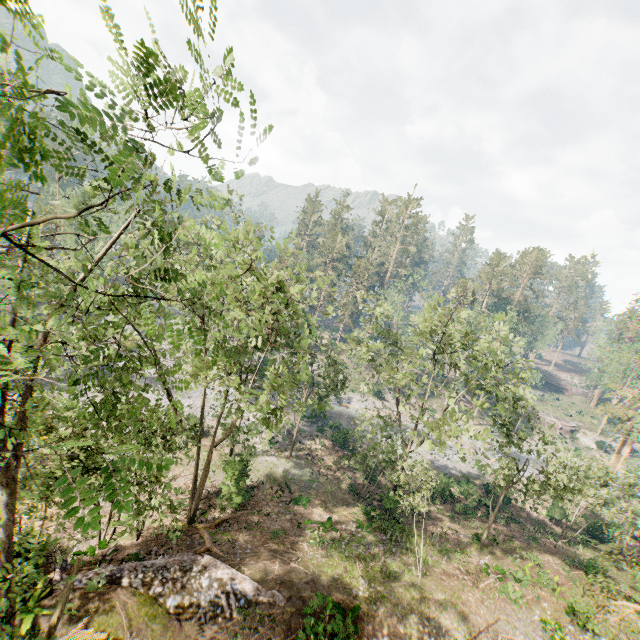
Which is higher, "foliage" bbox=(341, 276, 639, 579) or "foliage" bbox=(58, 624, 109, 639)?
"foliage" bbox=(341, 276, 639, 579)

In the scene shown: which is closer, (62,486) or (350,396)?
(62,486)

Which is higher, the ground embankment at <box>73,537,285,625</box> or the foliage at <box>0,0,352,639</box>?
the foliage at <box>0,0,352,639</box>

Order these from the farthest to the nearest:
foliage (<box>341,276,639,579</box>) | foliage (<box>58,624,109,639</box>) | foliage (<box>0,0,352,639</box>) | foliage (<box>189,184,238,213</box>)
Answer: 1. foliage (<box>341,276,639,579</box>)
2. foliage (<box>58,624,109,639</box>)
3. foliage (<box>189,184,238,213</box>)
4. foliage (<box>0,0,352,639</box>)

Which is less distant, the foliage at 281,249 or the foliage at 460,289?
the foliage at 281,249

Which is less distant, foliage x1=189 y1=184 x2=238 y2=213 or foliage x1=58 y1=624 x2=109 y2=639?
foliage x1=189 y1=184 x2=238 y2=213

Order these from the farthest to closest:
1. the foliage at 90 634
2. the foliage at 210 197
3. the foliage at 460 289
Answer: the foliage at 460 289 < the foliage at 90 634 < the foliage at 210 197
